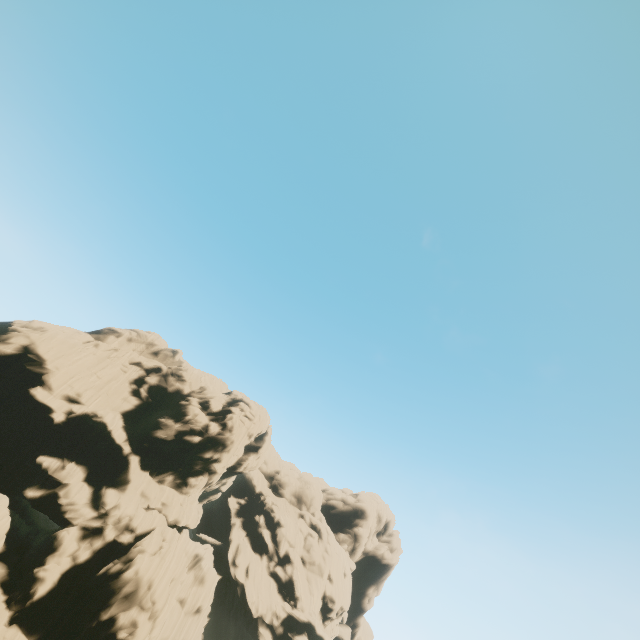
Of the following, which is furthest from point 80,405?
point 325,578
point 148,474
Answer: point 325,578
